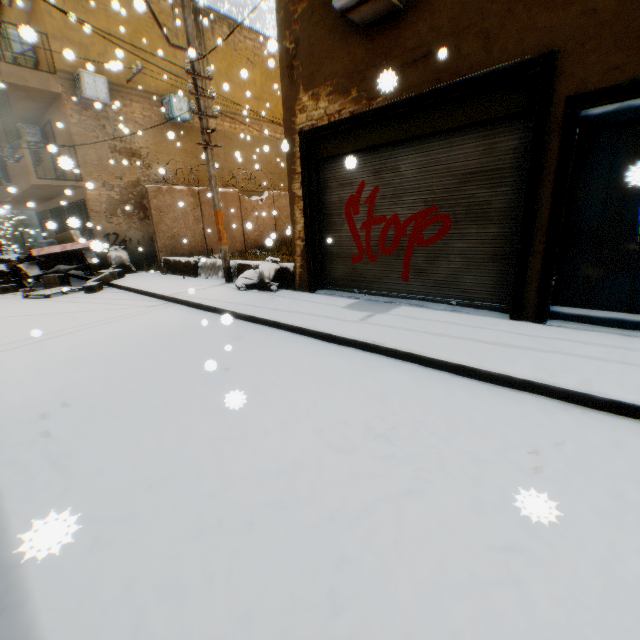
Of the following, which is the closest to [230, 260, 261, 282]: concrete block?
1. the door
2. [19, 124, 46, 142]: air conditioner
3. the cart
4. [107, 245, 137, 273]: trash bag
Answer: [107, 245, 137, 273]: trash bag

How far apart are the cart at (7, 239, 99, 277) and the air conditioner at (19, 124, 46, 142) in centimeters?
494cm

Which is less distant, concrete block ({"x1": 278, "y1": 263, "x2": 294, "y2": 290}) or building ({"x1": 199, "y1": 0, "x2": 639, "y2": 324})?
building ({"x1": 199, "y1": 0, "x2": 639, "y2": 324})

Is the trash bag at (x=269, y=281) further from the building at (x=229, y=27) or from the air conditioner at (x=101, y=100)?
the air conditioner at (x=101, y=100)

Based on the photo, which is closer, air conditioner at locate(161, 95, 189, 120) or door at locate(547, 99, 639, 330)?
door at locate(547, 99, 639, 330)

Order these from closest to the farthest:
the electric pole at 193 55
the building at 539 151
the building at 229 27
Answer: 1. the building at 539 151
2. the electric pole at 193 55
3. the building at 229 27

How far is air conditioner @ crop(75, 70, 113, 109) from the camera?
11.1 meters

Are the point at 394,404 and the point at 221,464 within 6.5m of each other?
yes
